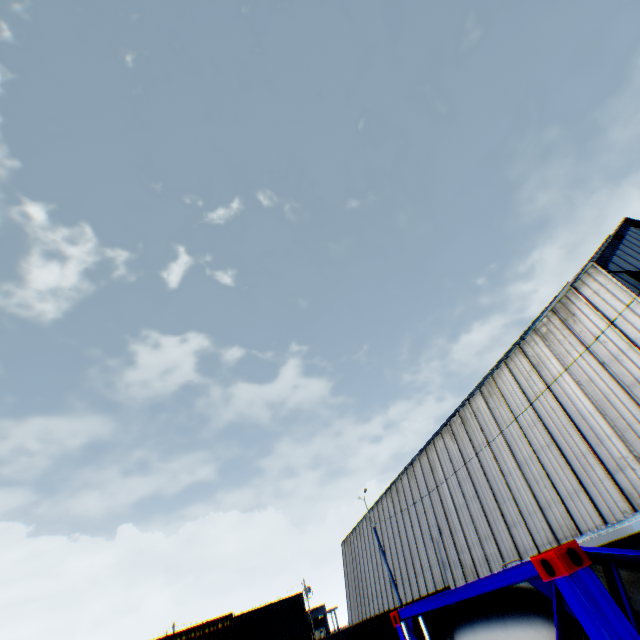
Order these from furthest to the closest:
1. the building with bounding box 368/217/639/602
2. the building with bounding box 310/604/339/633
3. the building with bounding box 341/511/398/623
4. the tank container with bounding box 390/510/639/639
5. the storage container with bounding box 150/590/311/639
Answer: the building with bounding box 310/604/339/633 < the building with bounding box 341/511/398/623 < the storage container with bounding box 150/590/311/639 < the building with bounding box 368/217/639/602 < the tank container with bounding box 390/510/639/639

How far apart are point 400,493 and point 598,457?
20.45m

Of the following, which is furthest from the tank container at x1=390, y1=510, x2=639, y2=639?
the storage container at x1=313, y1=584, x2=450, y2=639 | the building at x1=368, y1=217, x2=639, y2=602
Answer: the storage container at x1=313, y1=584, x2=450, y2=639

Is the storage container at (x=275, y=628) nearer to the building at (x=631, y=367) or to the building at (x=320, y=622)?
the building at (x=631, y=367)

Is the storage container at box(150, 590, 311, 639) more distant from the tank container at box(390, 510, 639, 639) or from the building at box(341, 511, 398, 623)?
the tank container at box(390, 510, 639, 639)

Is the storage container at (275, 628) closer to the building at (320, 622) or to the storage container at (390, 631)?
the storage container at (390, 631)

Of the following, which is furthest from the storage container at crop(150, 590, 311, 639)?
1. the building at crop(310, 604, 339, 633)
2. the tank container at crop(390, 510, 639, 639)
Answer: the building at crop(310, 604, 339, 633)

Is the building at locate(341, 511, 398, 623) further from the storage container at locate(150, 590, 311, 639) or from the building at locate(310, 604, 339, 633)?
the building at locate(310, 604, 339, 633)
